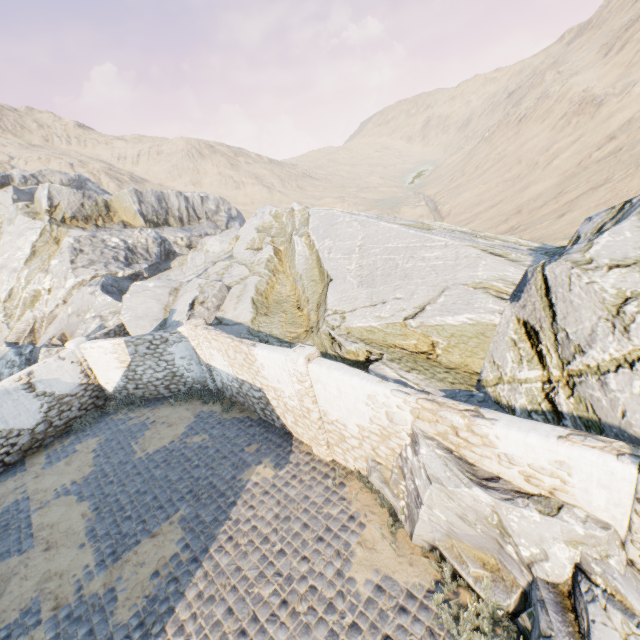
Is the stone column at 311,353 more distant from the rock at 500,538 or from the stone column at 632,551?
the stone column at 632,551

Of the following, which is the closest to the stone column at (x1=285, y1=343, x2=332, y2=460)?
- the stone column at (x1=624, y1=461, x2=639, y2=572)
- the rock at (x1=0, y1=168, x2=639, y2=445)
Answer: the rock at (x1=0, y1=168, x2=639, y2=445)

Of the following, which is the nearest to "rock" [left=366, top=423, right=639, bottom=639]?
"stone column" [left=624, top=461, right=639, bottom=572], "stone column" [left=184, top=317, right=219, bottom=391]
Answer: "stone column" [left=624, top=461, right=639, bottom=572]

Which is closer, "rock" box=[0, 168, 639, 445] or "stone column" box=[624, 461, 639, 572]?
"stone column" box=[624, 461, 639, 572]

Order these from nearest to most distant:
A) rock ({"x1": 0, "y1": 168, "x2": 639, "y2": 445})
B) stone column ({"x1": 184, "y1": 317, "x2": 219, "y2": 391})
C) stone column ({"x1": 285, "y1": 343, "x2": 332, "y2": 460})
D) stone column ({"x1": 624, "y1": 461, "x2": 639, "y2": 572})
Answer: stone column ({"x1": 624, "y1": 461, "x2": 639, "y2": 572}), rock ({"x1": 0, "y1": 168, "x2": 639, "y2": 445}), stone column ({"x1": 285, "y1": 343, "x2": 332, "y2": 460}), stone column ({"x1": 184, "y1": 317, "x2": 219, "y2": 391})

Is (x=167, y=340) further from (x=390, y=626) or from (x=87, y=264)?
(x=87, y=264)

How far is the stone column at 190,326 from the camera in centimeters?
1227cm
